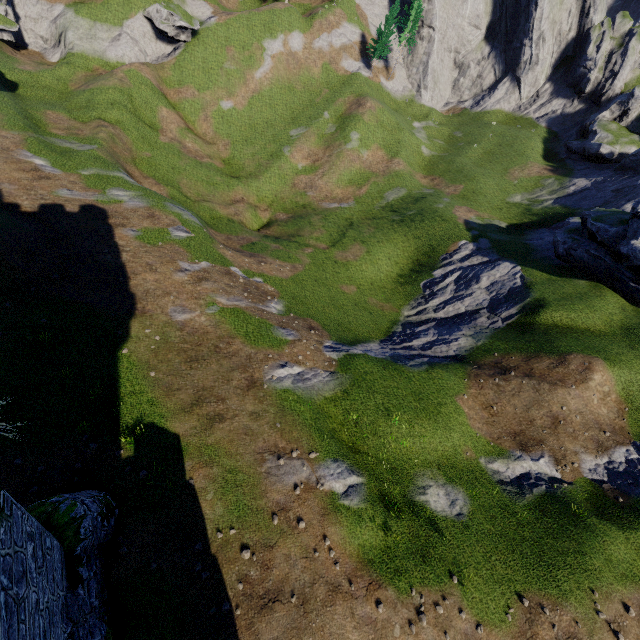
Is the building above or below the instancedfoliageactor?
below

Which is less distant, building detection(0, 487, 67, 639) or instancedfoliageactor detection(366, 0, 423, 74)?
building detection(0, 487, 67, 639)

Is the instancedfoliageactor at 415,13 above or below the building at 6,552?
above

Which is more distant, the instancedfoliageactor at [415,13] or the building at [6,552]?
the instancedfoliageactor at [415,13]

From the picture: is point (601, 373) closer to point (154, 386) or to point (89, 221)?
point (154, 386)
